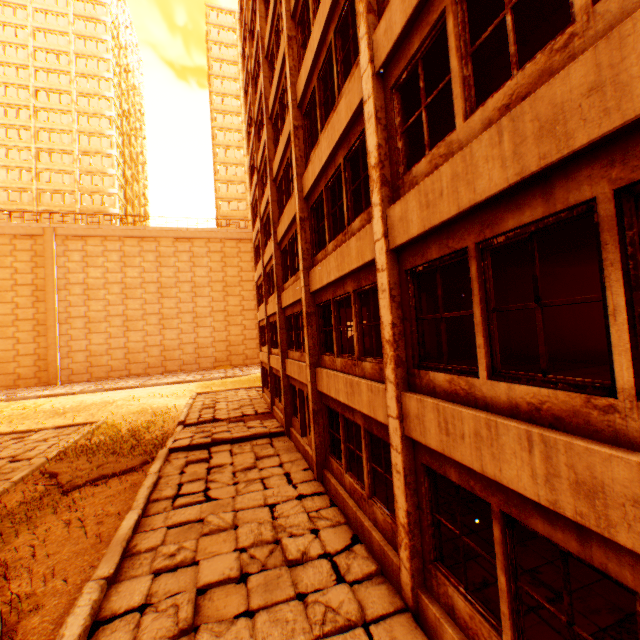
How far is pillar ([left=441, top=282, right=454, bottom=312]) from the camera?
11.5m

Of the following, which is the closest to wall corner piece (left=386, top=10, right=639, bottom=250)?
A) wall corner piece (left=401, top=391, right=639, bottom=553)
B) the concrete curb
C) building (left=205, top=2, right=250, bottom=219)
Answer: wall corner piece (left=401, top=391, right=639, bottom=553)

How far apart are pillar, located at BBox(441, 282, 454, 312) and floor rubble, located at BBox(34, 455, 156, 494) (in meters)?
12.28

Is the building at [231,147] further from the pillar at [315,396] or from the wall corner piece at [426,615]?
the wall corner piece at [426,615]

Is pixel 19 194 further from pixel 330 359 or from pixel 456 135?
pixel 456 135

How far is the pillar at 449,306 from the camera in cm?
1152

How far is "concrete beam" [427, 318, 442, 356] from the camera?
11.3m

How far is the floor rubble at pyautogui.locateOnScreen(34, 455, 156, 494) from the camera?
11.6 meters
